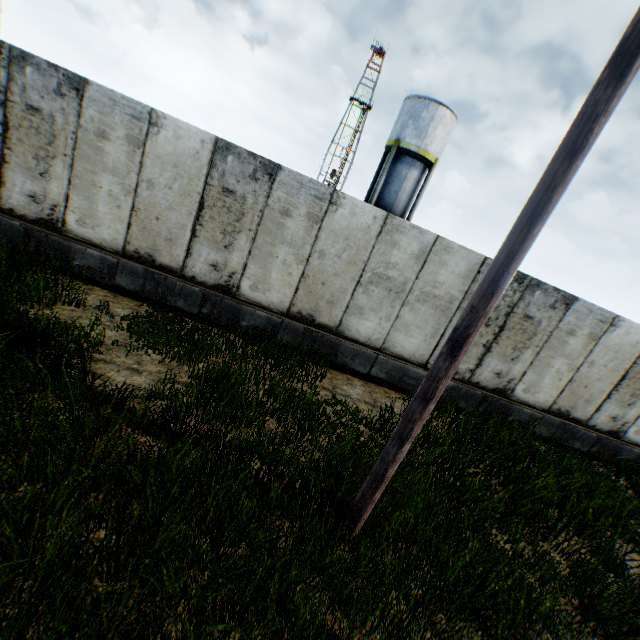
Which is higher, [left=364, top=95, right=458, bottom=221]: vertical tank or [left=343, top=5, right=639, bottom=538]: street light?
[left=364, top=95, right=458, bottom=221]: vertical tank

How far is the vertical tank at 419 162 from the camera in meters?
21.5 m

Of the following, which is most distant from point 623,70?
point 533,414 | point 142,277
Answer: point 533,414

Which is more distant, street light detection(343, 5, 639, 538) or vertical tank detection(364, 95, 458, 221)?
vertical tank detection(364, 95, 458, 221)

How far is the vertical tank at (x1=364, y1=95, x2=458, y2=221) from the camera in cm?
2150

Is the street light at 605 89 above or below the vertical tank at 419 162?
below
